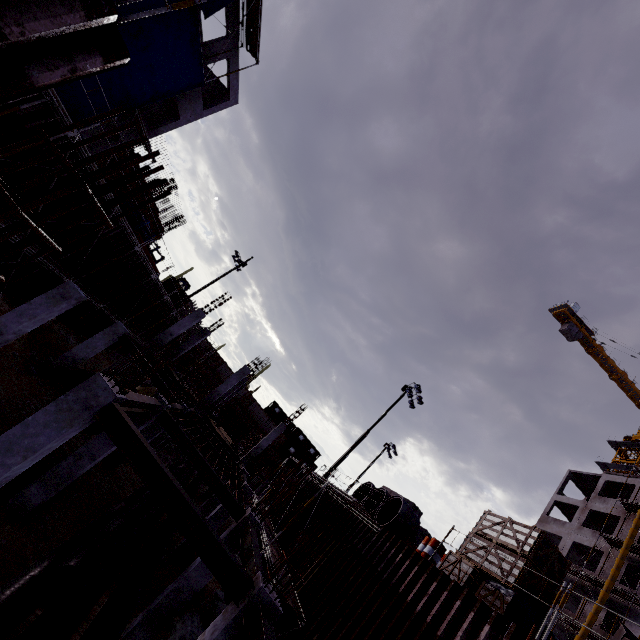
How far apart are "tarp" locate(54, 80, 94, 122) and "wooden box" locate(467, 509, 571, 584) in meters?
23.6

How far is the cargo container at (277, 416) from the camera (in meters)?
51.62

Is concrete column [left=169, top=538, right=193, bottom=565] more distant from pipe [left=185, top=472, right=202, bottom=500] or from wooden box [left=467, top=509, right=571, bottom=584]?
wooden box [left=467, top=509, right=571, bottom=584]

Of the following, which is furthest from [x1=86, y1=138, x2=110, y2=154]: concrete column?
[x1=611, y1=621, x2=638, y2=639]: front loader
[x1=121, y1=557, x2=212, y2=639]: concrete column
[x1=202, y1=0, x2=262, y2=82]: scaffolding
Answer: [x1=611, y1=621, x2=638, y2=639]: front loader

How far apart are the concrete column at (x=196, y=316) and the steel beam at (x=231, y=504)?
10.8m

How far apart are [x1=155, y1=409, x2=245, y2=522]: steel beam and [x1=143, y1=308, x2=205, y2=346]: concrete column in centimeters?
1076cm

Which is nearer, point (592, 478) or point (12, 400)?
point (12, 400)
